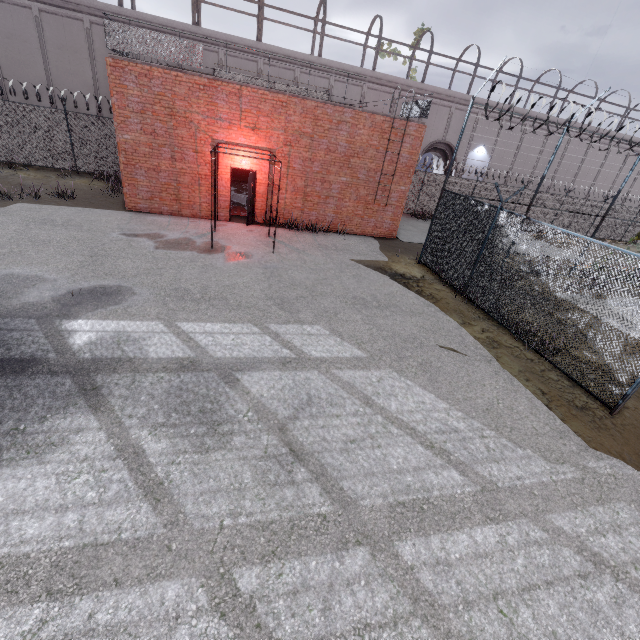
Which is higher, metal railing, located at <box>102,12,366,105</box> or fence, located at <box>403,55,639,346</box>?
metal railing, located at <box>102,12,366,105</box>

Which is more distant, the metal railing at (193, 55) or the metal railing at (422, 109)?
the metal railing at (422, 109)

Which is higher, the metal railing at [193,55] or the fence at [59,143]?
the metal railing at [193,55]

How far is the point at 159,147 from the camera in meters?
12.2

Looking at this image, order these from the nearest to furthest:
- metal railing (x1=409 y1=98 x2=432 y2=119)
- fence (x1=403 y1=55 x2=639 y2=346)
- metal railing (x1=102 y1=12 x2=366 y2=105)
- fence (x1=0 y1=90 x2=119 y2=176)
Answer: fence (x1=403 y1=55 x2=639 y2=346) < metal railing (x1=102 y1=12 x2=366 y2=105) < metal railing (x1=409 y1=98 x2=432 y2=119) < fence (x1=0 y1=90 x2=119 y2=176)

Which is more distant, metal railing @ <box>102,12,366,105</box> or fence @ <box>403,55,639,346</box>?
metal railing @ <box>102,12,366,105</box>
